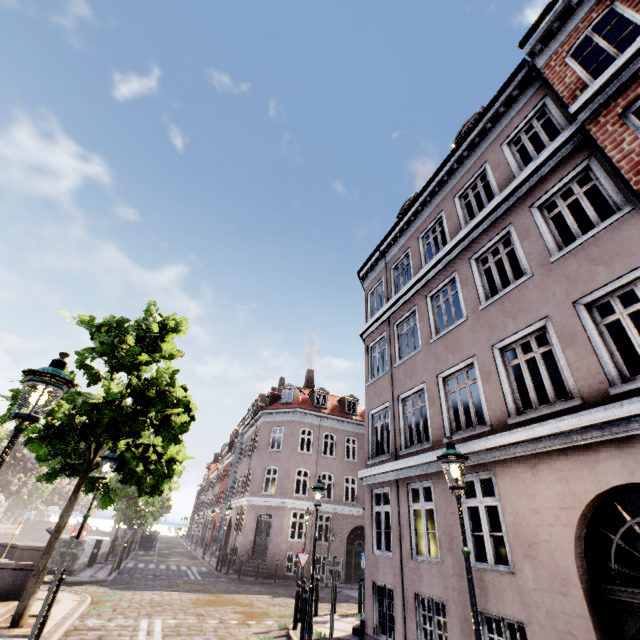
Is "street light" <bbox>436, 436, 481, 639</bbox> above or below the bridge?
above

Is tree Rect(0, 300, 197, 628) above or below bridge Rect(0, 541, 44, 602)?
above

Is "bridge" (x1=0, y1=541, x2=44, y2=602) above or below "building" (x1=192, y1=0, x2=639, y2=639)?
below

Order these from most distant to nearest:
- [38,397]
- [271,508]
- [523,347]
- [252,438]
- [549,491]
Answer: [252,438], [271,508], [523,347], [549,491], [38,397]

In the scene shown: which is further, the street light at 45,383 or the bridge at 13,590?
the bridge at 13,590

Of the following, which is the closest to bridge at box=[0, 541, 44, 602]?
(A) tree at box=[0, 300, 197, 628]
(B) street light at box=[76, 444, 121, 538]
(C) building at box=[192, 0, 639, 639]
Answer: (A) tree at box=[0, 300, 197, 628]

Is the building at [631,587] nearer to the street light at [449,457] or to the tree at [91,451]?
the street light at [449,457]

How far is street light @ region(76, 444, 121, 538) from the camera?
7.7m
